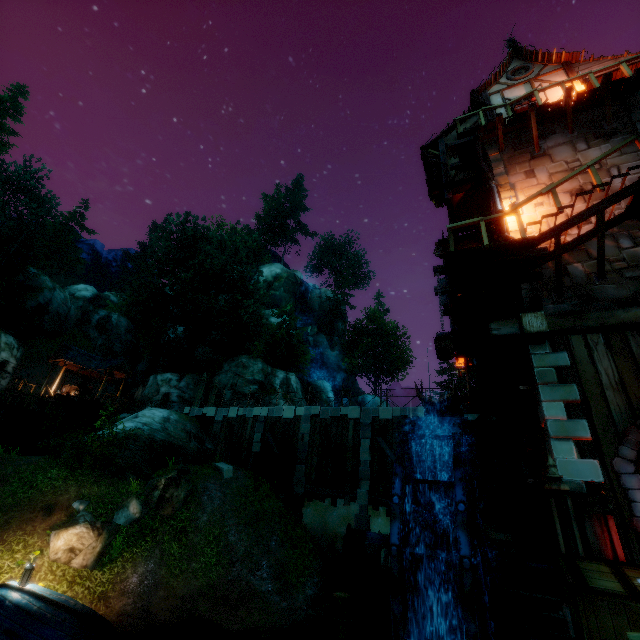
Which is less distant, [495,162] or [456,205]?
[495,162]

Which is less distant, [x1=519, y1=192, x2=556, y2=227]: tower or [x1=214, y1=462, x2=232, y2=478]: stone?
[x1=519, y1=192, x2=556, y2=227]: tower

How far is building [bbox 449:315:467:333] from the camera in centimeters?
992cm

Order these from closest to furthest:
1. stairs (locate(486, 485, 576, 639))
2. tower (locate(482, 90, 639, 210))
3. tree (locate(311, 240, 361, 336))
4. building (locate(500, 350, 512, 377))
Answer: stairs (locate(486, 485, 576, 639)) → tower (locate(482, 90, 639, 210)) → building (locate(500, 350, 512, 377)) → tree (locate(311, 240, 361, 336))

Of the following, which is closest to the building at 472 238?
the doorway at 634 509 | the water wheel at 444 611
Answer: the doorway at 634 509

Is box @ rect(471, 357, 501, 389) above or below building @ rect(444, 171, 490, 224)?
below

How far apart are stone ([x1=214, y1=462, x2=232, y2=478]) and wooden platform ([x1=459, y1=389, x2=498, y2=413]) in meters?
12.2

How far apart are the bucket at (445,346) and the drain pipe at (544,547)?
1.80m
